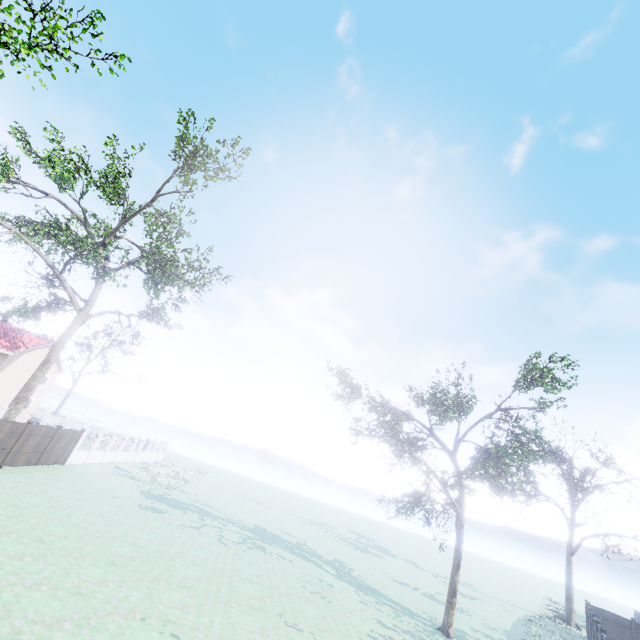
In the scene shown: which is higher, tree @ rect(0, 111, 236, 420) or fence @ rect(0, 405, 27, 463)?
tree @ rect(0, 111, 236, 420)

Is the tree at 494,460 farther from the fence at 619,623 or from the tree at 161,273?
the tree at 161,273

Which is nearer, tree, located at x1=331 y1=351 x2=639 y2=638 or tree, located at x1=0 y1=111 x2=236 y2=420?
tree, located at x1=331 y1=351 x2=639 y2=638

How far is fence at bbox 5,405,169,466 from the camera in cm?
1914

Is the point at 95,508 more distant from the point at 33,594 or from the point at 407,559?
the point at 407,559

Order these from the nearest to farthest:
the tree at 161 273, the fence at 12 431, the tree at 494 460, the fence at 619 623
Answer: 1. the tree at 494 460
2. the fence at 12 431
3. the fence at 619 623
4. the tree at 161 273

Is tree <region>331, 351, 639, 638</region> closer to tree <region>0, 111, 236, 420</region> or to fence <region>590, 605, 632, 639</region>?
fence <region>590, 605, 632, 639</region>
